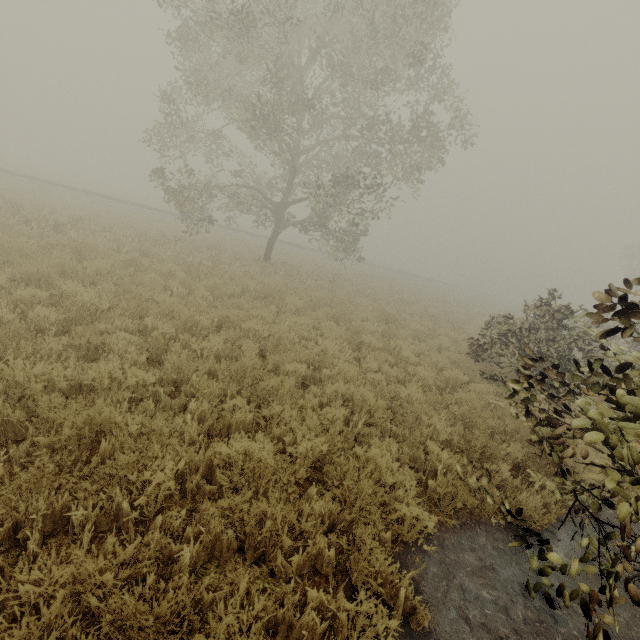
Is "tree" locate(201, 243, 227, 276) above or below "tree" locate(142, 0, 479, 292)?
below

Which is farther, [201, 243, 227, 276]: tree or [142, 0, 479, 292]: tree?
→ [201, 243, 227, 276]: tree

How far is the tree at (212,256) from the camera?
12.45m

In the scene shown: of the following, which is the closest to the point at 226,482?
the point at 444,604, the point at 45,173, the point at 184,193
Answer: the point at 444,604

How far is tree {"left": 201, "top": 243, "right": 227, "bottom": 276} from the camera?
12.45m

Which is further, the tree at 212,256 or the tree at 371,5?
the tree at 212,256
